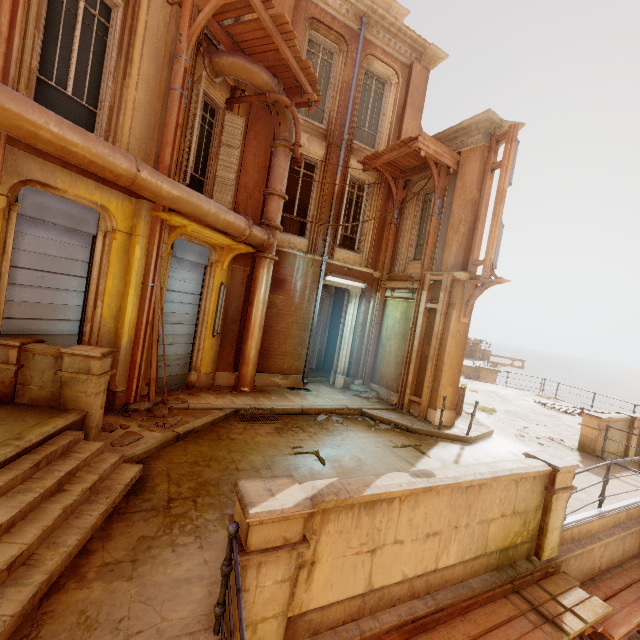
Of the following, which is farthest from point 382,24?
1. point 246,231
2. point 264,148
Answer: point 246,231

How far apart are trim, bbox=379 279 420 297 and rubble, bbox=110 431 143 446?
8.3 meters

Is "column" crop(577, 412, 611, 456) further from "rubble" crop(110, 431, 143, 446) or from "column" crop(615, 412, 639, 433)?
"rubble" crop(110, 431, 143, 446)

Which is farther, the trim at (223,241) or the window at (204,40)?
the window at (204,40)

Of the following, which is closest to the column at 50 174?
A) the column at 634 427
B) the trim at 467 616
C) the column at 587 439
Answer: the trim at 467 616

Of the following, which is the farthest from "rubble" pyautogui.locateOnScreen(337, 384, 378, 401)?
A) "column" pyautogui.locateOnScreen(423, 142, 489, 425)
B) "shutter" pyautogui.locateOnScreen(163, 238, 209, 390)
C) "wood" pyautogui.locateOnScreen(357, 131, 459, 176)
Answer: "wood" pyautogui.locateOnScreen(357, 131, 459, 176)

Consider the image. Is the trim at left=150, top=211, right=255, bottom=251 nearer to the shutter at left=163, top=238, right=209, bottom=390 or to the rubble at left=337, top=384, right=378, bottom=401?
the shutter at left=163, top=238, right=209, bottom=390

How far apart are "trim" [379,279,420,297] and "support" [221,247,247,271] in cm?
495
